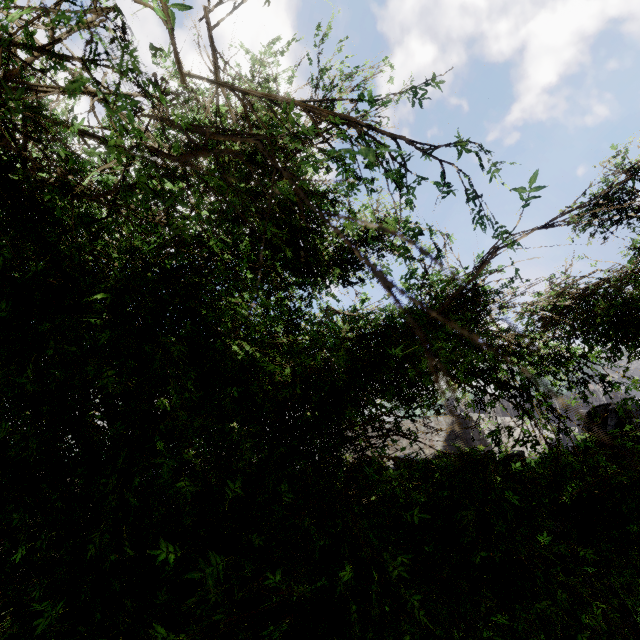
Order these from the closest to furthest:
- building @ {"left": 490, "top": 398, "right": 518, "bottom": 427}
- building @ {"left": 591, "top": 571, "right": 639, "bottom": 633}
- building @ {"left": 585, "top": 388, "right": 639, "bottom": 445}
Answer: building @ {"left": 591, "top": 571, "right": 639, "bottom": 633} → building @ {"left": 585, "top": 388, "right": 639, "bottom": 445} → building @ {"left": 490, "top": 398, "right": 518, "bottom": 427}

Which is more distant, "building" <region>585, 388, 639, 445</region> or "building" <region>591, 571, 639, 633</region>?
"building" <region>585, 388, 639, 445</region>

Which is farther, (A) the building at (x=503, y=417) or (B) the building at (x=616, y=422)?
(A) the building at (x=503, y=417)

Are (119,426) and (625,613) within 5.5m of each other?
no

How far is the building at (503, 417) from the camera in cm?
2845

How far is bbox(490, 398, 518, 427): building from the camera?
28.45m
